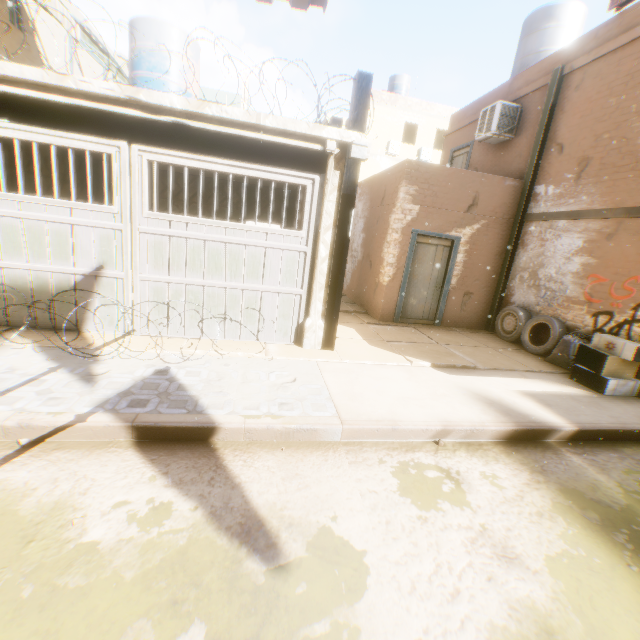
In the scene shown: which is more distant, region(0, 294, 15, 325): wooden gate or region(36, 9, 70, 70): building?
region(36, 9, 70, 70): building

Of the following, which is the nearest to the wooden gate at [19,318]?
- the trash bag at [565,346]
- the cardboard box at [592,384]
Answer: the cardboard box at [592,384]

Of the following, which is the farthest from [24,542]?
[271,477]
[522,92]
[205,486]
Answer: [522,92]

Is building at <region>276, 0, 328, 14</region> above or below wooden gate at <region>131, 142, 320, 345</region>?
above

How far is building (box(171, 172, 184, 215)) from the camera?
10.0 meters

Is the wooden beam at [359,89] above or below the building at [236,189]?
above

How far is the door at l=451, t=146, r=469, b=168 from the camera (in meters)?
11.38

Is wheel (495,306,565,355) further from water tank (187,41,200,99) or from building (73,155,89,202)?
water tank (187,41,200,99)
